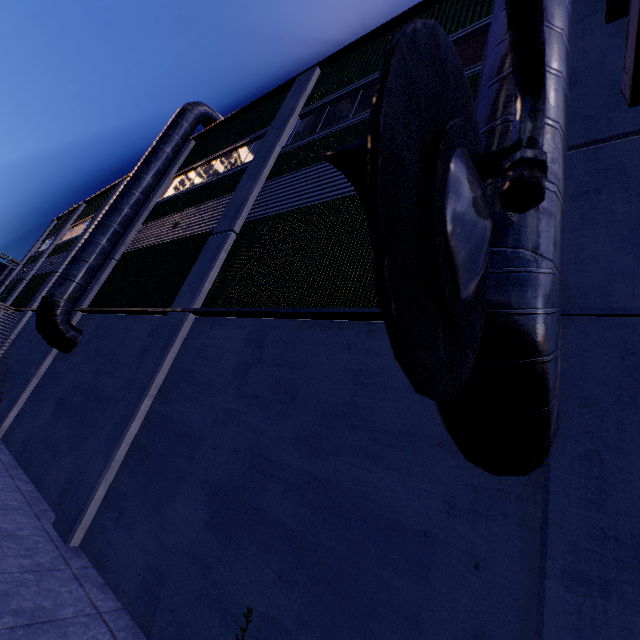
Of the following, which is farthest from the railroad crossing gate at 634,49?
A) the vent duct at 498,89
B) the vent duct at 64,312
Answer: the vent duct at 64,312

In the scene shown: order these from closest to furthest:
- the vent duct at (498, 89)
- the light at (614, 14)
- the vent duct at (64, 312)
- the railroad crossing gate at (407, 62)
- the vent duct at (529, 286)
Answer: the railroad crossing gate at (407, 62) < the vent duct at (529, 286) < the vent duct at (498, 89) < the light at (614, 14) < the vent duct at (64, 312)

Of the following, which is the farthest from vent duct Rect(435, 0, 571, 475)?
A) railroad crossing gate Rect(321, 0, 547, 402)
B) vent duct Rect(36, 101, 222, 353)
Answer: vent duct Rect(36, 101, 222, 353)

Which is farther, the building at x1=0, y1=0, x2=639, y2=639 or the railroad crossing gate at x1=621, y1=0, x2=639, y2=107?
the building at x1=0, y1=0, x2=639, y2=639

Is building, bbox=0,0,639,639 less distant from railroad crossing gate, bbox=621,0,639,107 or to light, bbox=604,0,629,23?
light, bbox=604,0,629,23

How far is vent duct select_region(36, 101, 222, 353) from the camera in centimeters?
1088cm

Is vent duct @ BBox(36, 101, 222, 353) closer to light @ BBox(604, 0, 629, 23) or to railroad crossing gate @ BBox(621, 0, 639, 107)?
railroad crossing gate @ BBox(621, 0, 639, 107)

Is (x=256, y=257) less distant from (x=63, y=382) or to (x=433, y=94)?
(x=433, y=94)
